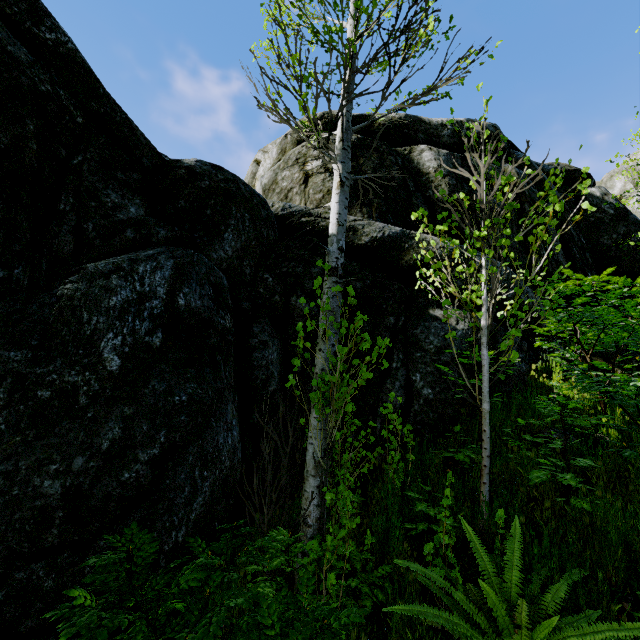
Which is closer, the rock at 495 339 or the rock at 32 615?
the rock at 32 615

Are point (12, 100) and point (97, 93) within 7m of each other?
yes

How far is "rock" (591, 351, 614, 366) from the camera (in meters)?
4.92

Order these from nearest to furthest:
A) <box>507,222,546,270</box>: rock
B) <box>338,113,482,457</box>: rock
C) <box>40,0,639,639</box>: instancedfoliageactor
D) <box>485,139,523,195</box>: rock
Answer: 1. <box>40,0,639,639</box>: instancedfoliageactor
2. <box>338,113,482,457</box>: rock
3. <box>507,222,546,270</box>: rock
4. <box>485,139,523,195</box>: rock

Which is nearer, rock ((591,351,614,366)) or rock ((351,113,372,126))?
rock ((591,351,614,366))
